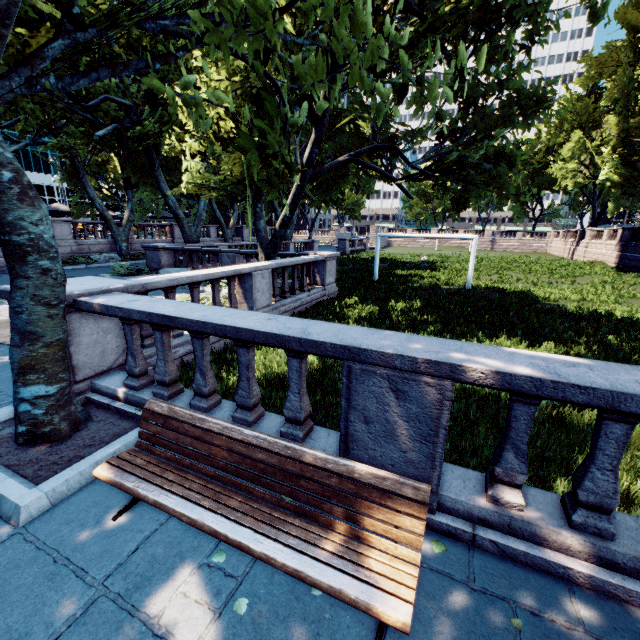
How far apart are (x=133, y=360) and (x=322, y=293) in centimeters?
966cm

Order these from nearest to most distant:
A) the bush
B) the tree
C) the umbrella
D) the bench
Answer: the bench
the tree
the bush
the umbrella

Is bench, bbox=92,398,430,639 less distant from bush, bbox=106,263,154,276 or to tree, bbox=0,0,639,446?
tree, bbox=0,0,639,446

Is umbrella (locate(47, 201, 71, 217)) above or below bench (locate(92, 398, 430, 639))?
above

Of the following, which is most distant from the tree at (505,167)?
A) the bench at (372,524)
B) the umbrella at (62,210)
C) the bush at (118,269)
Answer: the bench at (372,524)

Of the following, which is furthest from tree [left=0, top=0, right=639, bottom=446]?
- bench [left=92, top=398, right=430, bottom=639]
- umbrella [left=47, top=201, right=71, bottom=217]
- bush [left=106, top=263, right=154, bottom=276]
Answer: bench [left=92, top=398, right=430, bottom=639]

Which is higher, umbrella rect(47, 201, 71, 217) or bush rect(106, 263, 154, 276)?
umbrella rect(47, 201, 71, 217)
